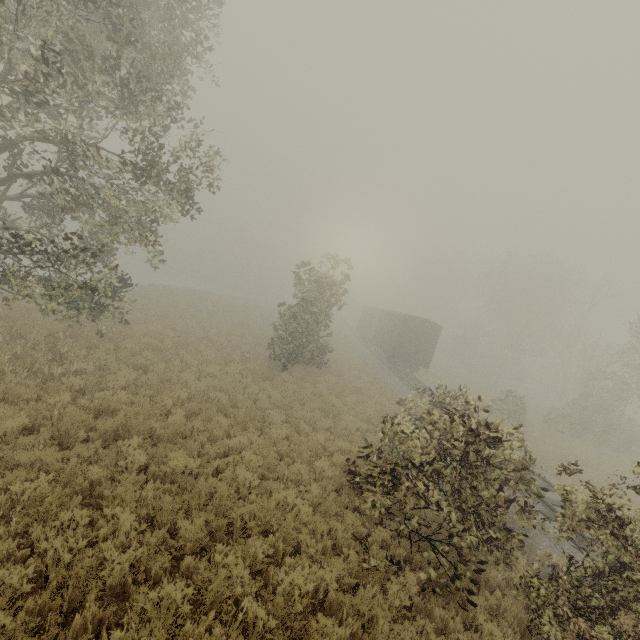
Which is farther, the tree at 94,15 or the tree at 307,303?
the tree at 307,303

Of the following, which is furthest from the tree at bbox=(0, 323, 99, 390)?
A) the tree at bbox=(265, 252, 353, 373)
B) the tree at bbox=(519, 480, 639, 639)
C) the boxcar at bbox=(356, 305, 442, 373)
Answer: the boxcar at bbox=(356, 305, 442, 373)

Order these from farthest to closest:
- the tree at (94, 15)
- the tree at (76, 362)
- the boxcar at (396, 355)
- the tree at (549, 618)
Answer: the boxcar at (396, 355) < the tree at (76, 362) < the tree at (94, 15) < the tree at (549, 618)

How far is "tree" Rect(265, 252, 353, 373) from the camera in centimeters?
1758cm

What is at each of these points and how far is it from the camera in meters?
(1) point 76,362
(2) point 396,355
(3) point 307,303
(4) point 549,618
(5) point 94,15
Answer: (1) tree, 10.4 m
(2) boxcar, 26.2 m
(3) tree, 18.2 m
(4) tree, 5.4 m
(5) tree, 9.0 m

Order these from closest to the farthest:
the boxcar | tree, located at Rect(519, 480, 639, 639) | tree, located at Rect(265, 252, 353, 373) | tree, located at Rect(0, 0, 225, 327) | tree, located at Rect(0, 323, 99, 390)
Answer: tree, located at Rect(519, 480, 639, 639) → tree, located at Rect(0, 0, 225, 327) → tree, located at Rect(0, 323, 99, 390) → tree, located at Rect(265, 252, 353, 373) → the boxcar

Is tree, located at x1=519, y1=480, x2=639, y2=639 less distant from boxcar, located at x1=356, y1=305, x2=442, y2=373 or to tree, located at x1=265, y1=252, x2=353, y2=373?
tree, located at x1=265, y1=252, x2=353, y2=373

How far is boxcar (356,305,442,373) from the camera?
26.1m
